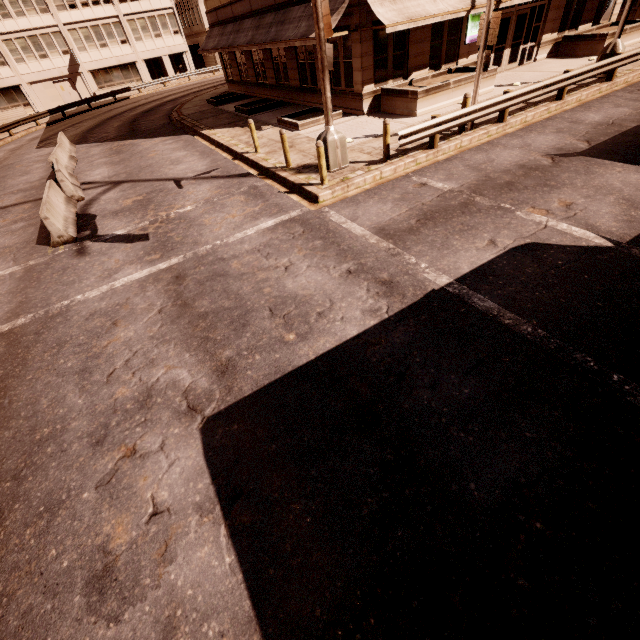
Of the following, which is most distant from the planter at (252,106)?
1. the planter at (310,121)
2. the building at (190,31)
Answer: the building at (190,31)

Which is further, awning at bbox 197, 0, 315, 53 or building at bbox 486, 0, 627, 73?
building at bbox 486, 0, 627, 73

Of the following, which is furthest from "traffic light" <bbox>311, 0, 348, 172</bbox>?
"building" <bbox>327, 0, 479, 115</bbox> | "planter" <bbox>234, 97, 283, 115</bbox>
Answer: "planter" <bbox>234, 97, 283, 115</bbox>

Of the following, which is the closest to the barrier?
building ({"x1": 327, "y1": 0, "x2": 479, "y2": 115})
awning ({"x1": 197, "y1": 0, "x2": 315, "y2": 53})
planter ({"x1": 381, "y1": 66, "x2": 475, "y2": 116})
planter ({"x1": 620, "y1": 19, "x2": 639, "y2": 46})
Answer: awning ({"x1": 197, "y1": 0, "x2": 315, "y2": 53})

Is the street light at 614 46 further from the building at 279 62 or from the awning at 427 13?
the building at 279 62

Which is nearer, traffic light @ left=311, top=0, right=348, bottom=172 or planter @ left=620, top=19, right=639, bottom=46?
traffic light @ left=311, top=0, right=348, bottom=172

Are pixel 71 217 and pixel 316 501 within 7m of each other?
no

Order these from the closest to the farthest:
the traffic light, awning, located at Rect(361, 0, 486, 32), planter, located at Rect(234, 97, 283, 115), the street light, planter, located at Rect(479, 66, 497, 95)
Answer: the traffic light < awning, located at Rect(361, 0, 486, 32) < the street light < planter, located at Rect(479, 66, 497, 95) < planter, located at Rect(234, 97, 283, 115)
